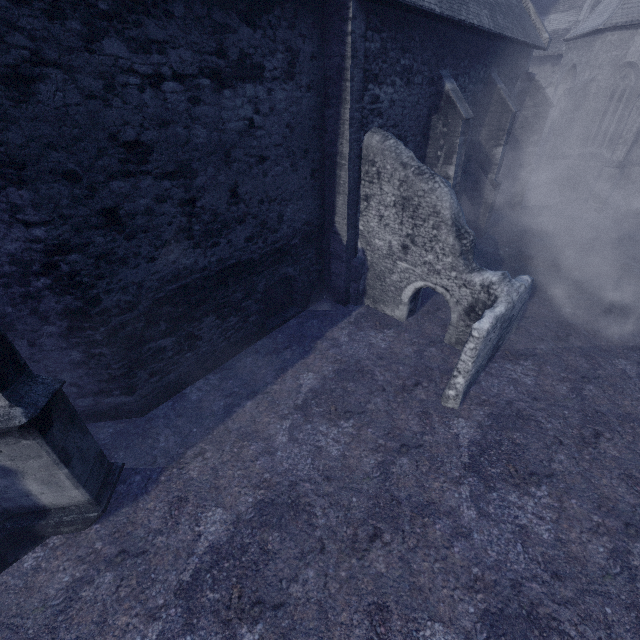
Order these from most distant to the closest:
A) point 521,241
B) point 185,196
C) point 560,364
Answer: point 521,241 < point 560,364 < point 185,196
